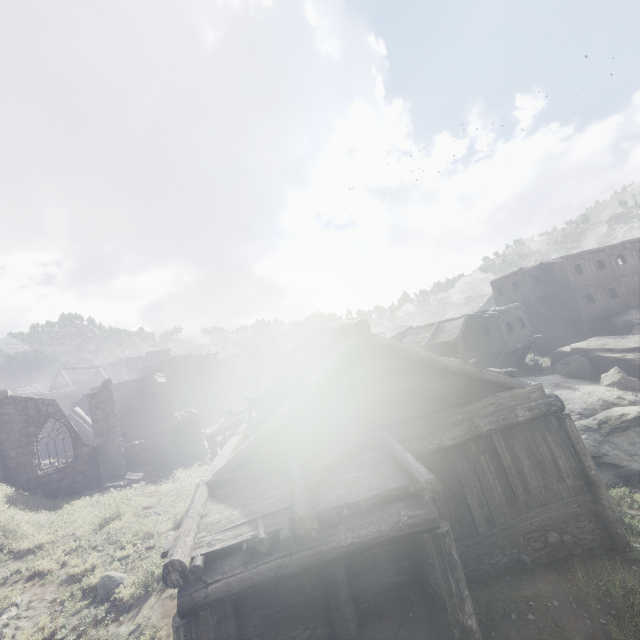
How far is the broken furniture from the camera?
13.2m

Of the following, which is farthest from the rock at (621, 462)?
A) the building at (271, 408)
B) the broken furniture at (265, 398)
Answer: the broken furniture at (265, 398)

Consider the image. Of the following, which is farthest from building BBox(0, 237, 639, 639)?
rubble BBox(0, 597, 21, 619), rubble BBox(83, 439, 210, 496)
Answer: rubble BBox(0, 597, 21, 619)

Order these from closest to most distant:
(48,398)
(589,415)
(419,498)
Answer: (419,498) < (589,415) < (48,398)

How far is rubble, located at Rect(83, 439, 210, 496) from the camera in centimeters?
1790cm

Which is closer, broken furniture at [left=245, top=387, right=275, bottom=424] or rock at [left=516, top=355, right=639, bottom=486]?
rock at [left=516, top=355, right=639, bottom=486]

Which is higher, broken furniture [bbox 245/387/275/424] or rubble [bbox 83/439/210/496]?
broken furniture [bbox 245/387/275/424]

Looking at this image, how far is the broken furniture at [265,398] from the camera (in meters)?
Result: 13.21
